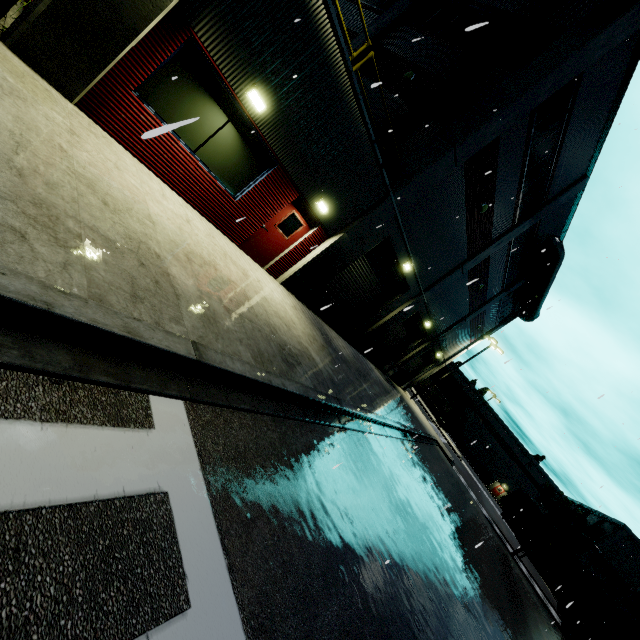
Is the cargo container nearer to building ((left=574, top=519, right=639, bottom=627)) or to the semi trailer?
the semi trailer

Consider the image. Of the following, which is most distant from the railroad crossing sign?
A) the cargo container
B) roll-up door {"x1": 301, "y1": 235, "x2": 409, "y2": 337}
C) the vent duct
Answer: the vent duct

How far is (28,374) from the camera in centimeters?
237cm

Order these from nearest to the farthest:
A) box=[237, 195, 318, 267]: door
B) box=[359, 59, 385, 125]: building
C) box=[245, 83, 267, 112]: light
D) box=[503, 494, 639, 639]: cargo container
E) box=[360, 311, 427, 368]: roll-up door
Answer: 1. box=[245, 83, 267, 112]: light
2. box=[237, 195, 318, 267]: door
3. box=[359, 59, 385, 125]: building
4. box=[503, 494, 639, 639]: cargo container
5. box=[360, 311, 427, 368]: roll-up door

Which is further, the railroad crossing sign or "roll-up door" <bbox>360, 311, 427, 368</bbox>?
"roll-up door" <bbox>360, 311, 427, 368</bbox>

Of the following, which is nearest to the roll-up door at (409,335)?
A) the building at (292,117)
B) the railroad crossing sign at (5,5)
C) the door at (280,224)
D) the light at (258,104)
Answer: the building at (292,117)

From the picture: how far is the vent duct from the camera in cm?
2016

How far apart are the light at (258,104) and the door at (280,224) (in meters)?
2.54
